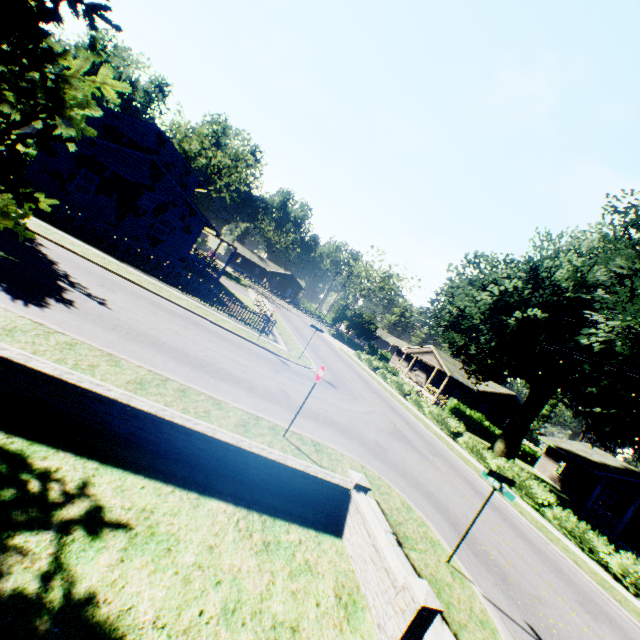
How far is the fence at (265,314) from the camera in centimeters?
1744cm

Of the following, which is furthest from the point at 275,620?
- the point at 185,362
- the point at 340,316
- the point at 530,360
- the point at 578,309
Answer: the point at 340,316

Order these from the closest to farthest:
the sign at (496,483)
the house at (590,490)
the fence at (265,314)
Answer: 1. the sign at (496,483)
2. the fence at (265,314)
3. the house at (590,490)

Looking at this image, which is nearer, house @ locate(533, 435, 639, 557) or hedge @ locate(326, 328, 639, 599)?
hedge @ locate(326, 328, 639, 599)

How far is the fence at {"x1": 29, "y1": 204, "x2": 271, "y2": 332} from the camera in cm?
1744

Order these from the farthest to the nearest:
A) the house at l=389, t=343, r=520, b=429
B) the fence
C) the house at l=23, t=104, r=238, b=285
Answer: the house at l=389, t=343, r=520, b=429, the house at l=23, t=104, r=238, b=285, the fence

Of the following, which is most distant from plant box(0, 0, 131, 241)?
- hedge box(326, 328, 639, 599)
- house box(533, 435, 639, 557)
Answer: house box(533, 435, 639, 557)

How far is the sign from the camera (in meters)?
7.27
